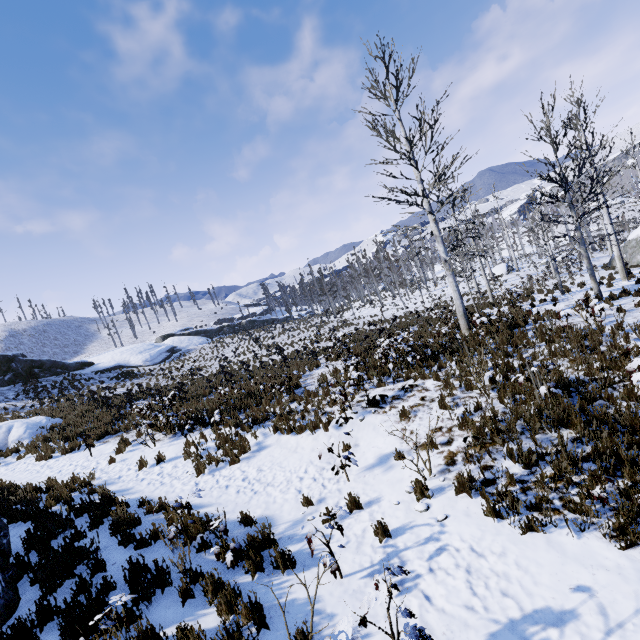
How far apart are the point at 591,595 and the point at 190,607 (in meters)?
5.06

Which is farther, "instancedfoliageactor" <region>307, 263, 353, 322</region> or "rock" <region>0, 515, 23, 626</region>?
"instancedfoliageactor" <region>307, 263, 353, 322</region>

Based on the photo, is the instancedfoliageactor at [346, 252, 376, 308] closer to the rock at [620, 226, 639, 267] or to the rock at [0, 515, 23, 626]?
the rock at [620, 226, 639, 267]

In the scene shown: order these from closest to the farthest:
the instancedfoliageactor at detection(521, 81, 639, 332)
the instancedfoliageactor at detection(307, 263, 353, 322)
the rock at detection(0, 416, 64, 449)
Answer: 1. the instancedfoliageactor at detection(521, 81, 639, 332)
2. the rock at detection(0, 416, 64, 449)
3. the instancedfoliageactor at detection(307, 263, 353, 322)

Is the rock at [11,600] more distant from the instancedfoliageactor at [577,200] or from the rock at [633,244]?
the rock at [633,244]

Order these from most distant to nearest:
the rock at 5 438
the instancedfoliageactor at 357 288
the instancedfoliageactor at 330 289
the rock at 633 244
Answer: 1. the instancedfoliageactor at 357 288
2. the instancedfoliageactor at 330 289
3. the rock at 633 244
4. the rock at 5 438

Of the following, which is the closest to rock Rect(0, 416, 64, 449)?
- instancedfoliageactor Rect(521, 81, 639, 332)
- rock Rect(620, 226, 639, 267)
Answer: instancedfoliageactor Rect(521, 81, 639, 332)

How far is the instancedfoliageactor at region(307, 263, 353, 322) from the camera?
38.6m
